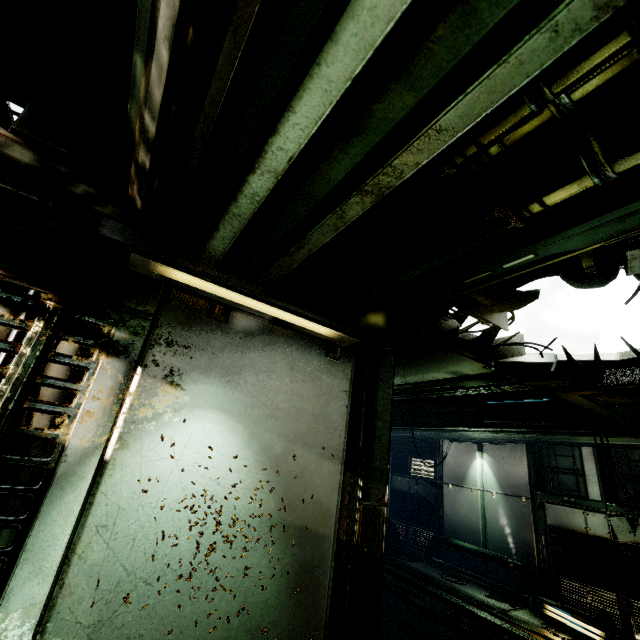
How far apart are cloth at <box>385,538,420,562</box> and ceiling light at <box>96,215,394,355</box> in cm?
1211

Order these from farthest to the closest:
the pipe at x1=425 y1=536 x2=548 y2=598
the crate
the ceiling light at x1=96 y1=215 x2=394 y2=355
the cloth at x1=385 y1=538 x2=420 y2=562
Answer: the crate → the cloth at x1=385 y1=538 x2=420 y2=562 → the pipe at x1=425 y1=536 x2=548 y2=598 → the ceiling light at x1=96 y1=215 x2=394 y2=355

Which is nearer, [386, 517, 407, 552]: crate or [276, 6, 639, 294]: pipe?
[276, 6, 639, 294]: pipe

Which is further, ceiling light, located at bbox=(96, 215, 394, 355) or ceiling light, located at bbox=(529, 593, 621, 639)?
ceiling light, located at bbox=(529, 593, 621, 639)

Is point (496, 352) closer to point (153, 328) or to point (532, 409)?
point (153, 328)

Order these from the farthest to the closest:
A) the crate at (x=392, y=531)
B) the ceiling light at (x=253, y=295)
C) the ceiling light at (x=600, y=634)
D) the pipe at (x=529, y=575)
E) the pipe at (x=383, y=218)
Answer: the crate at (x=392, y=531), the pipe at (x=529, y=575), the ceiling light at (x=600, y=634), the ceiling light at (x=253, y=295), the pipe at (x=383, y=218)

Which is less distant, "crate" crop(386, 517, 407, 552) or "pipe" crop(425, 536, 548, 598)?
"pipe" crop(425, 536, 548, 598)

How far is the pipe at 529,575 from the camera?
9.3m
